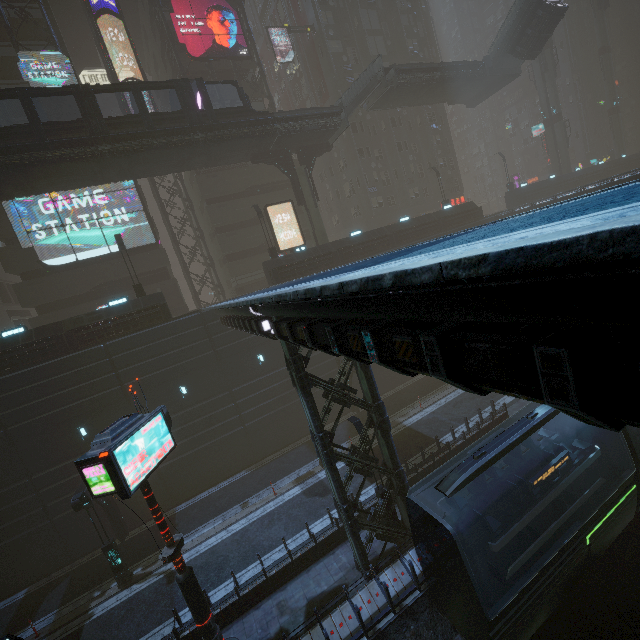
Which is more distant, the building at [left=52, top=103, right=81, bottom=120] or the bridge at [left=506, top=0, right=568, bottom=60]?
the bridge at [left=506, top=0, right=568, bottom=60]

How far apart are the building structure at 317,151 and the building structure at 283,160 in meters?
0.7 m

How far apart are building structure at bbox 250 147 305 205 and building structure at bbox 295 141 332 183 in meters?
0.7 m

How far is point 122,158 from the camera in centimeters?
2142cm

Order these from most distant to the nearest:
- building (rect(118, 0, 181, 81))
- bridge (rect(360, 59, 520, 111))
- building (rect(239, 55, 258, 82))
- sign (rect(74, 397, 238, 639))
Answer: building (rect(239, 55, 258, 82)) < building (rect(118, 0, 181, 81)) < bridge (rect(360, 59, 520, 111)) < sign (rect(74, 397, 238, 639))

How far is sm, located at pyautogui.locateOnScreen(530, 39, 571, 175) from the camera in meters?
42.2 m

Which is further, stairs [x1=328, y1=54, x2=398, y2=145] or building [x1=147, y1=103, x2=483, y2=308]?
building [x1=147, y1=103, x2=483, y2=308]

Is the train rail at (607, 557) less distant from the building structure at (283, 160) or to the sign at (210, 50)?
the building structure at (283, 160)
